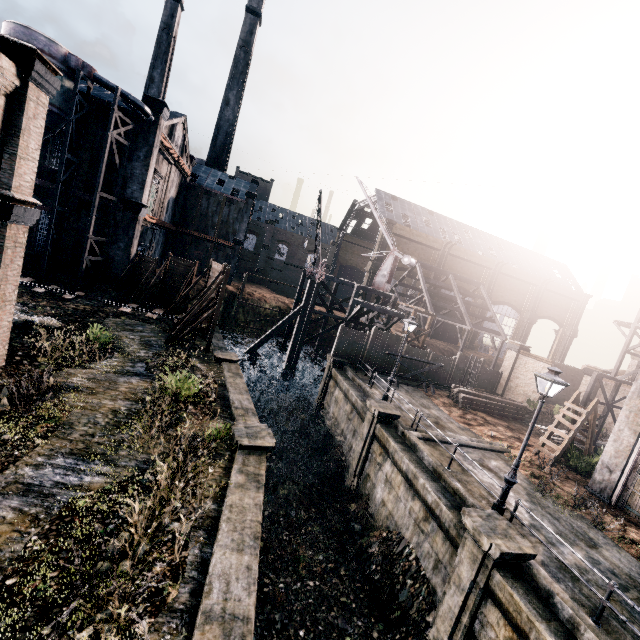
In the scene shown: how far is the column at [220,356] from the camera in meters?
20.0

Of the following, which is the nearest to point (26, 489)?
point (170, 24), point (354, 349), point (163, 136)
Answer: point (354, 349)

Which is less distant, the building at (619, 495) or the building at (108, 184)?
the building at (619, 495)

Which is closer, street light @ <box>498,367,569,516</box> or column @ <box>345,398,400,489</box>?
street light @ <box>498,367,569,516</box>

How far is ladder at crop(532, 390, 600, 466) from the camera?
17.5 meters

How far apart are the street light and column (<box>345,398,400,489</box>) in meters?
6.4 m

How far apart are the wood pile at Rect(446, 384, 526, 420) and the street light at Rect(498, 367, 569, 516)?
12.6 meters

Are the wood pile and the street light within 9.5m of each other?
no
